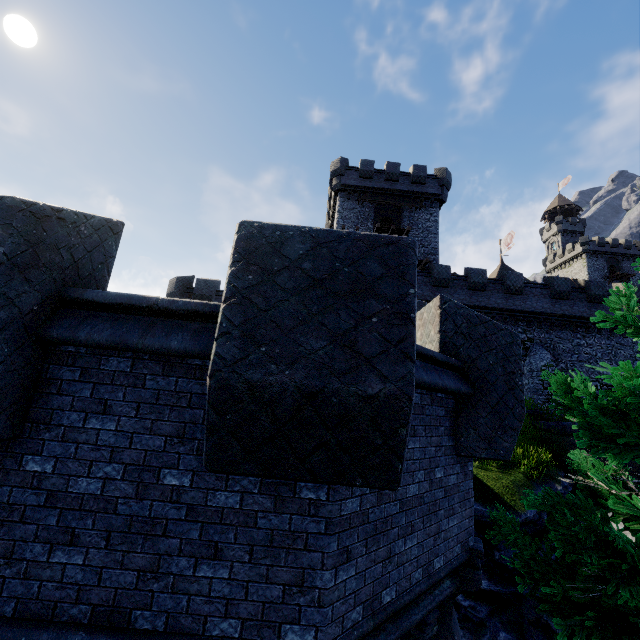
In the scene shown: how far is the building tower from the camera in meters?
22.4

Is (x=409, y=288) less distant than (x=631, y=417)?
Yes

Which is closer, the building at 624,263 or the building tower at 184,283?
the building tower at 184,283

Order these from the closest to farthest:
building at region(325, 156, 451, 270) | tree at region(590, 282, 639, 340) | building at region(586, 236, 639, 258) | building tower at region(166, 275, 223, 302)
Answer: tree at region(590, 282, 639, 340) < building tower at region(166, 275, 223, 302) < building at region(325, 156, 451, 270) < building at region(586, 236, 639, 258)

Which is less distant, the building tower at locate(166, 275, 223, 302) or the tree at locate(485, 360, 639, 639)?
the tree at locate(485, 360, 639, 639)

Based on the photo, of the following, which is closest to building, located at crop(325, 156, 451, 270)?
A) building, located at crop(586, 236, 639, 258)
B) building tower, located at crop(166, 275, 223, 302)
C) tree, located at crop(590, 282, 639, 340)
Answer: building tower, located at crop(166, 275, 223, 302)

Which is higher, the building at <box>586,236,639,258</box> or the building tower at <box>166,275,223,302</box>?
the building at <box>586,236,639,258</box>

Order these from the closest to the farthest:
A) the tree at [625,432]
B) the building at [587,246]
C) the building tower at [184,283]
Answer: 1. the tree at [625,432]
2. the building tower at [184,283]
3. the building at [587,246]
